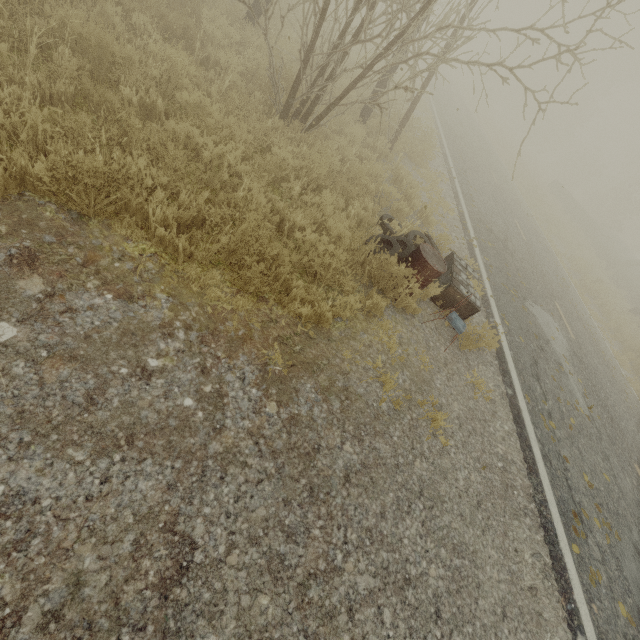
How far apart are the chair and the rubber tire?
0.77m

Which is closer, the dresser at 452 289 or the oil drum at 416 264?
the oil drum at 416 264

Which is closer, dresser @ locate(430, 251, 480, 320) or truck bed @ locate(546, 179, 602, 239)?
dresser @ locate(430, 251, 480, 320)

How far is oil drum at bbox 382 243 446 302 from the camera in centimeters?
482cm

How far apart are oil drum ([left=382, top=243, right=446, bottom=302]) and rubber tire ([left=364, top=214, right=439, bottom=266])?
0.03m

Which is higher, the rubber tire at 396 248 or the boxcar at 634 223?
the boxcar at 634 223

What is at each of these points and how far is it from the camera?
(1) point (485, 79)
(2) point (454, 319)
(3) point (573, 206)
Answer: (1) tree, 41.6 meters
(2) chair, 5.3 meters
(3) truck bed, 28.6 meters

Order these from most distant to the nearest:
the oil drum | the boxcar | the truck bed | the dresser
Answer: the boxcar < the truck bed < the dresser < the oil drum
